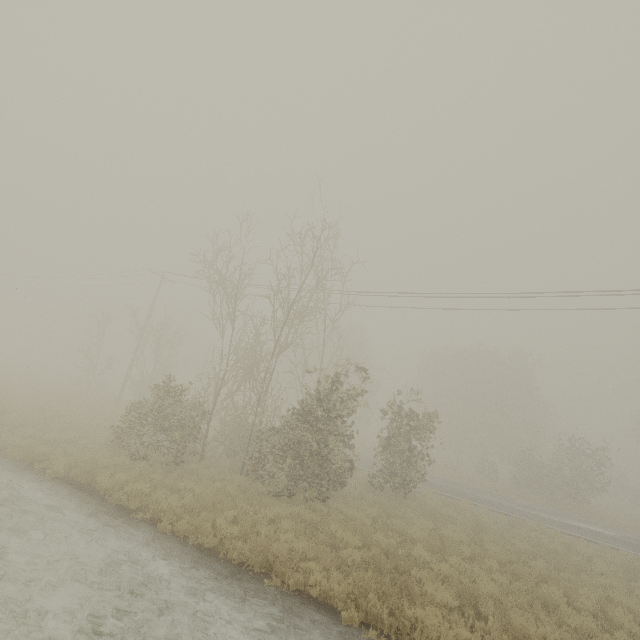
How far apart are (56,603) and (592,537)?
23.1m

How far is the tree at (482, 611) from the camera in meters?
7.4 m

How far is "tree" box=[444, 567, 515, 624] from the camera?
7.4 meters
